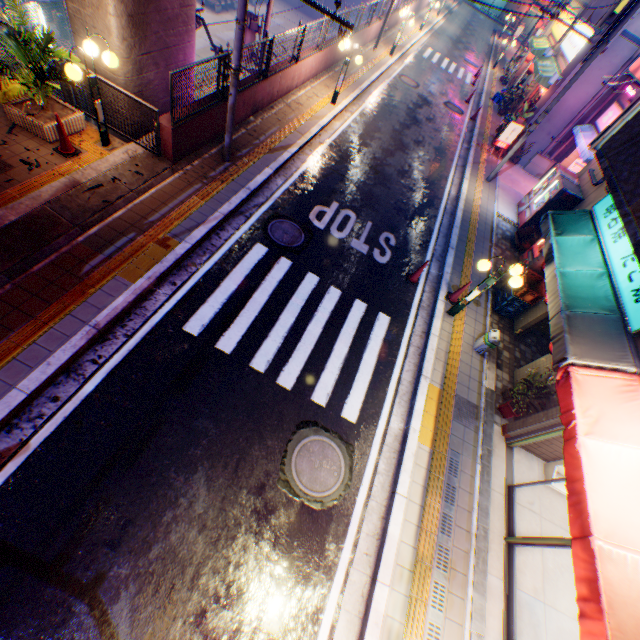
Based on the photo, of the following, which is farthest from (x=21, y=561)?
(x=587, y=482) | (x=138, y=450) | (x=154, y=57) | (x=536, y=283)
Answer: (x=536, y=283)

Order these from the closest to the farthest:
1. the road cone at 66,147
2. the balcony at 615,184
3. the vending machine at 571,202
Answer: the balcony at 615,184, the road cone at 66,147, the vending machine at 571,202

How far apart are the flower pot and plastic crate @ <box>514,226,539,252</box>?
6.8m

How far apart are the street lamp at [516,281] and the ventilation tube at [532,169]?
13.2 meters

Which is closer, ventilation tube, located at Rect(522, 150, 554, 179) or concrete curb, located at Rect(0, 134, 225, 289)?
concrete curb, located at Rect(0, 134, 225, 289)

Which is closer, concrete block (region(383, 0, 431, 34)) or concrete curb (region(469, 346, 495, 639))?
concrete curb (region(469, 346, 495, 639))

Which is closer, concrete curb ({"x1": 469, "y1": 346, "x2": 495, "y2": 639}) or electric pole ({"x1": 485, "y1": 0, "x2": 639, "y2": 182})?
concrete curb ({"x1": 469, "y1": 346, "x2": 495, "y2": 639})

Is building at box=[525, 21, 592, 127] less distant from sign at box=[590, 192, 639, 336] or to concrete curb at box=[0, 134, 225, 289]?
concrete curb at box=[0, 134, 225, 289]
